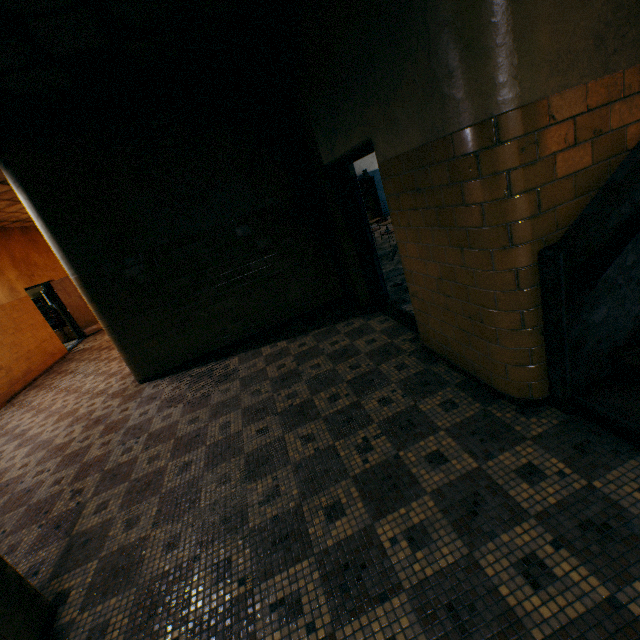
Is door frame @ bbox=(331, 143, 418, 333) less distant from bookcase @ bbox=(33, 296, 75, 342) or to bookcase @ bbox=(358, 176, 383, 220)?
bookcase @ bbox=(358, 176, 383, 220)

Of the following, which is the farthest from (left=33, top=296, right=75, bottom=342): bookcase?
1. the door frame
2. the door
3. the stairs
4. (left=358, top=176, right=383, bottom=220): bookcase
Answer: the stairs

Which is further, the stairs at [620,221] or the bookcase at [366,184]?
the bookcase at [366,184]

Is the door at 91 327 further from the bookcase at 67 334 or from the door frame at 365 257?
the door frame at 365 257

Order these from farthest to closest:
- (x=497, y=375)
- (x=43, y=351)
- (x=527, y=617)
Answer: (x=43, y=351) < (x=497, y=375) < (x=527, y=617)

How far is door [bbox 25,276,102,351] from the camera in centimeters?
1075cm

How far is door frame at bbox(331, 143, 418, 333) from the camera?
4.08m

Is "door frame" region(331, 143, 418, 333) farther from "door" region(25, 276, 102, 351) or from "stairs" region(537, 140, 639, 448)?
"door" region(25, 276, 102, 351)
